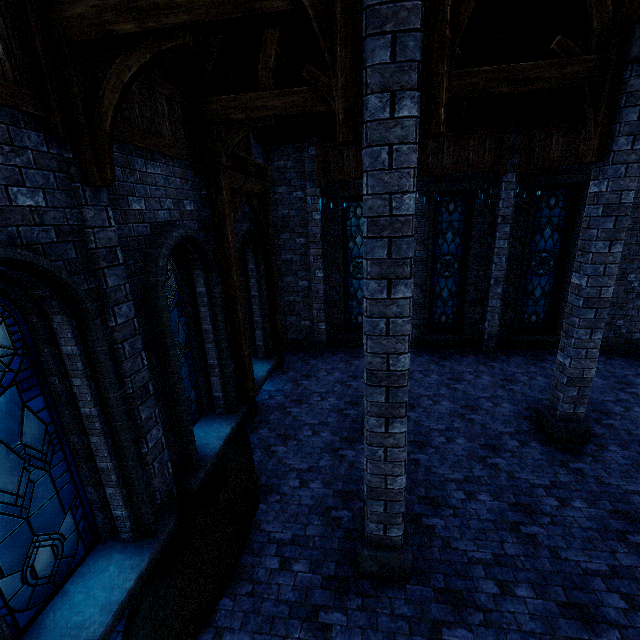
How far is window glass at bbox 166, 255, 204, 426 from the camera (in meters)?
6.05

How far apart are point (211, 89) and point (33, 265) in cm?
542

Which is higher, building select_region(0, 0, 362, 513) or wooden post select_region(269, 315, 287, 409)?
building select_region(0, 0, 362, 513)

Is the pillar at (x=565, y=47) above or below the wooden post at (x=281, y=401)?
above

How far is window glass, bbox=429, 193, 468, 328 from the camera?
10.5m

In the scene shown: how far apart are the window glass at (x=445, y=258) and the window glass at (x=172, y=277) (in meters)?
8.11

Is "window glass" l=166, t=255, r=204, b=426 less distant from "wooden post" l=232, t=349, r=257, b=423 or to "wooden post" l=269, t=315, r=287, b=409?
"wooden post" l=232, t=349, r=257, b=423

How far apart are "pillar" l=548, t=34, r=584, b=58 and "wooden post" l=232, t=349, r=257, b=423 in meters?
7.8
